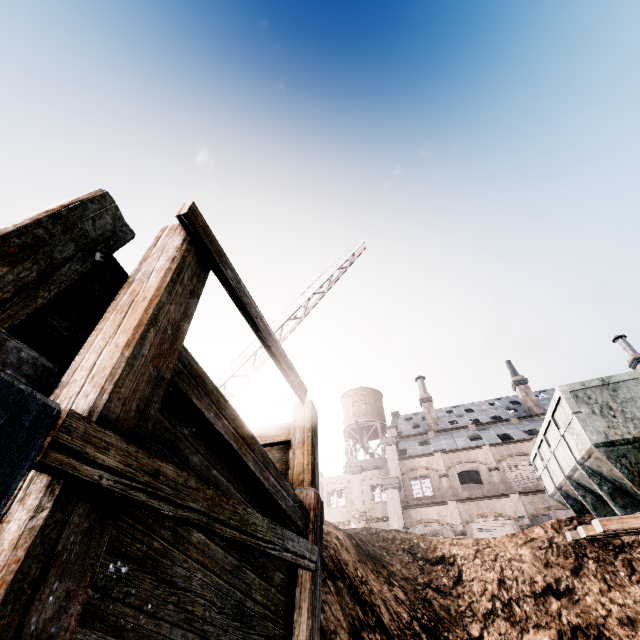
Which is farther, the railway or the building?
the building

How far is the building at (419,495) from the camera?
23.7 meters

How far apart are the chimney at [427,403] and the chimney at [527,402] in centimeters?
947cm

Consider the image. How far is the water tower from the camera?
45.7m

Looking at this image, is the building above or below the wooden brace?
above

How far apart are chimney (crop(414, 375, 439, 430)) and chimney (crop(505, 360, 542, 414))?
9.5 meters

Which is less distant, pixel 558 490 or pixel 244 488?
pixel 244 488

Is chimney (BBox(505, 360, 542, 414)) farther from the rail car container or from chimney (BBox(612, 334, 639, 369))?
the rail car container
